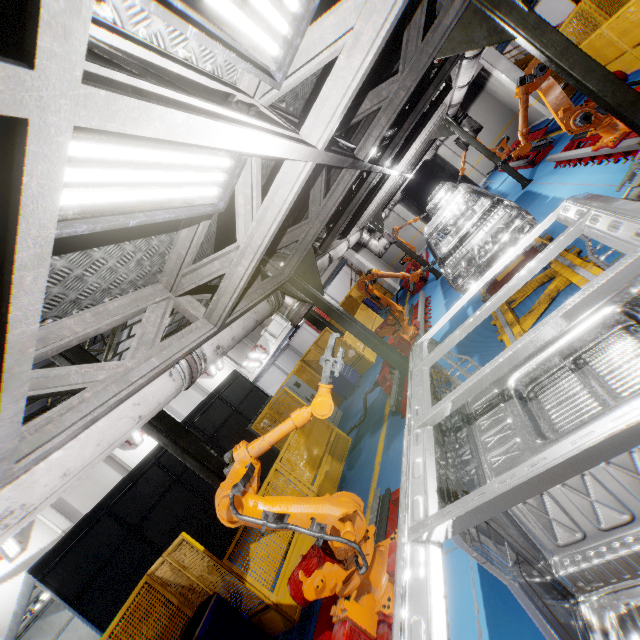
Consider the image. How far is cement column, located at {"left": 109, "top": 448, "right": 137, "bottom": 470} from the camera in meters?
19.5 m

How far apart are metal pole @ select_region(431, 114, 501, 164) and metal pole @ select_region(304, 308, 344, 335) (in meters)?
7.78

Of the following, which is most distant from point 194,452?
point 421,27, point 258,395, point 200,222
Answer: point 258,395

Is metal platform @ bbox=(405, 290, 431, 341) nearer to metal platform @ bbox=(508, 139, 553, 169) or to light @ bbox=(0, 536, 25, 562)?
metal platform @ bbox=(508, 139, 553, 169)

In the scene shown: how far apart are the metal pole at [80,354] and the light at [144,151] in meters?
5.8 m

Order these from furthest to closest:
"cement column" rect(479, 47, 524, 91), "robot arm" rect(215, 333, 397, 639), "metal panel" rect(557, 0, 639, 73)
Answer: "cement column" rect(479, 47, 524, 91)
"metal panel" rect(557, 0, 639, 73)
"robot arm" rect(215, 333, 397, 639)

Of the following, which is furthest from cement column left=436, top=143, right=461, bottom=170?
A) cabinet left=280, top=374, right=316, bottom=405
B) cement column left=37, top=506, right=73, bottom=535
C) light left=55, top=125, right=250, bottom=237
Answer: cement column left=37, top=506, right=73, bottom=535

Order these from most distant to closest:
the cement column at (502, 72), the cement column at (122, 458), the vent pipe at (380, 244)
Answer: the cement column at (122, 458) < the cement column at (502, 72) < the vent pipe at (380, 244)
